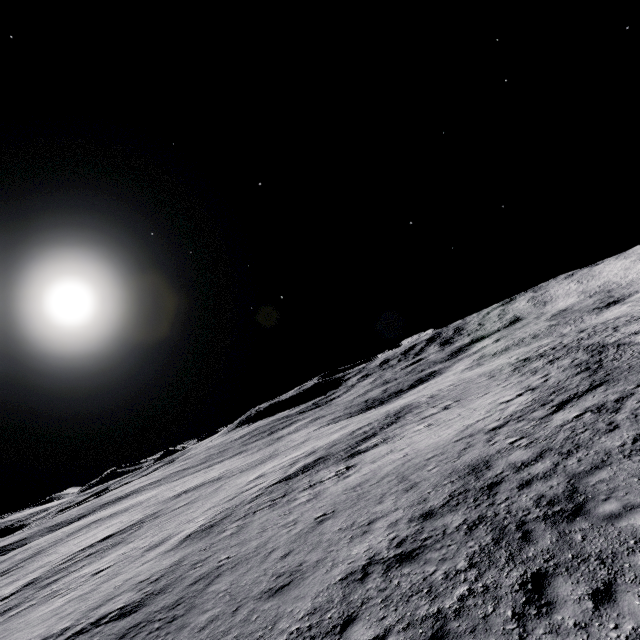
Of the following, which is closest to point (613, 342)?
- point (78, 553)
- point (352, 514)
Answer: point (352, 514)
